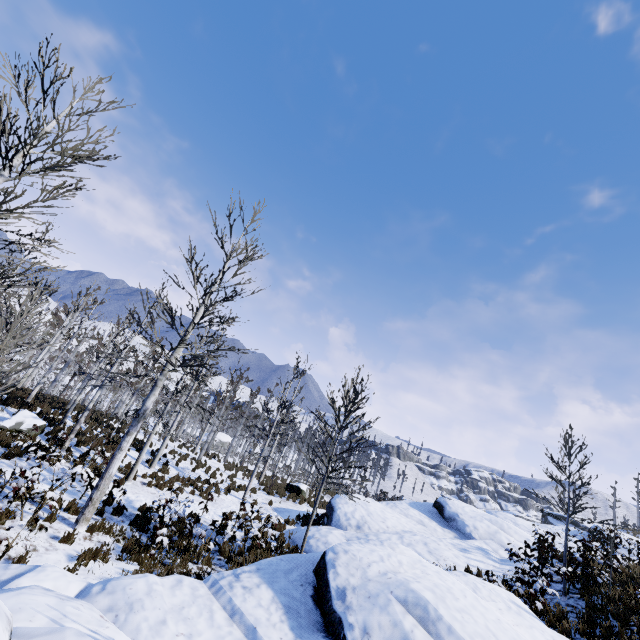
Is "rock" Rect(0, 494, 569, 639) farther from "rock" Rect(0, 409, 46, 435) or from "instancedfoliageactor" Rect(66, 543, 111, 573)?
"rock" Rect(0, 409, 46, 435)

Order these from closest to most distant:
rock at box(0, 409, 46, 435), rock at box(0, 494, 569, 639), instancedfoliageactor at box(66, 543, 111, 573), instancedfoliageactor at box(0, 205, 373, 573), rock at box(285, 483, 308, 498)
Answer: rock at box(0, 494, 569, 639), instancedfoliageactor at box(66, 543, 111, 573), instancedfoliageactor at box(0, 205, 373, 573), rock at box(0, 409, 46, 435), rock at box(285, 483, 308, 498)

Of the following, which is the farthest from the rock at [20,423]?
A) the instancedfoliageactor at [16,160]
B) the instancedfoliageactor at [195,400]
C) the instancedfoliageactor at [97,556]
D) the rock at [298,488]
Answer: the rock at [298,488]

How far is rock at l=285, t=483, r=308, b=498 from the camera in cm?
2212

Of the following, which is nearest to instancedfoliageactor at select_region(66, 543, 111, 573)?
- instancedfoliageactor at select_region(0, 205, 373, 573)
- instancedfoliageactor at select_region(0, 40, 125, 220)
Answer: instancedfoliageactor at select_region(0, 205, 373, 573)

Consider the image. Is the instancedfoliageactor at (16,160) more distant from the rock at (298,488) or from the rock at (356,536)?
the rock at (298,488)

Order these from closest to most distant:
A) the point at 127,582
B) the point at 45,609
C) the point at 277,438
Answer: the point at 45,609 → the point at 127,582 → the point at 277,438

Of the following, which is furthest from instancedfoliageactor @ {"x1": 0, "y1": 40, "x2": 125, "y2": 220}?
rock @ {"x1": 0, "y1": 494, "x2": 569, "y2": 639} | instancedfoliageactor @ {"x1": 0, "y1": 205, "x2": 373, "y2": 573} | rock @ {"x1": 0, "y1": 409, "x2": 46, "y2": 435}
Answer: rock @ {"x1": 0, "y1": 409, "x2": 46, "y2": 435}
